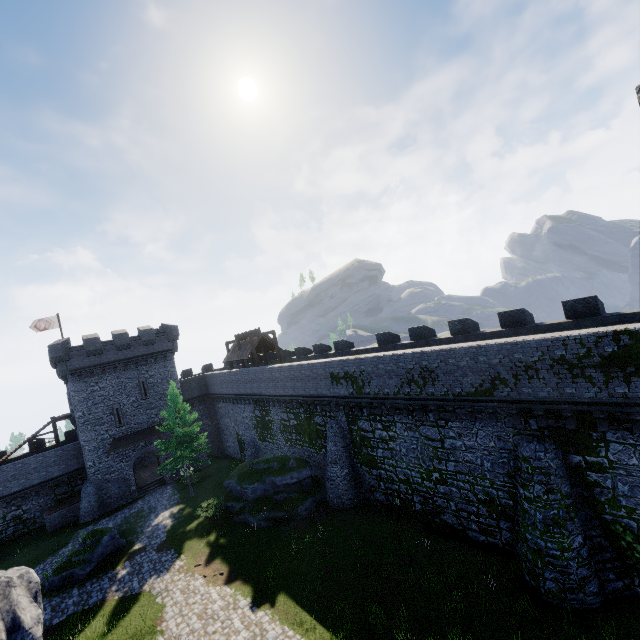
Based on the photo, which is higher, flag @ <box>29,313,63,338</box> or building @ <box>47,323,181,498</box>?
flag @ <box>29,313,63,338</box>

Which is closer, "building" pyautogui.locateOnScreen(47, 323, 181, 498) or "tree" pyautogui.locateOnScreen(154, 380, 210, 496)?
"tree" pyautogui.locateOnScreen(154, 380, 210, 496)

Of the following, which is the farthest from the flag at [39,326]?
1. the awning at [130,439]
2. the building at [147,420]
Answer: the awning at [130,439]

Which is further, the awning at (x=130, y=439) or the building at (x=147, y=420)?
the awning at (x=130, y=439)

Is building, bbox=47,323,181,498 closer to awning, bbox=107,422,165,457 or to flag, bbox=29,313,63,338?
awning, bbox=107,422,165,457

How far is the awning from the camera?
32.34m

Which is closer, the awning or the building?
the building

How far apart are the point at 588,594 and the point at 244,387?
28.19m
